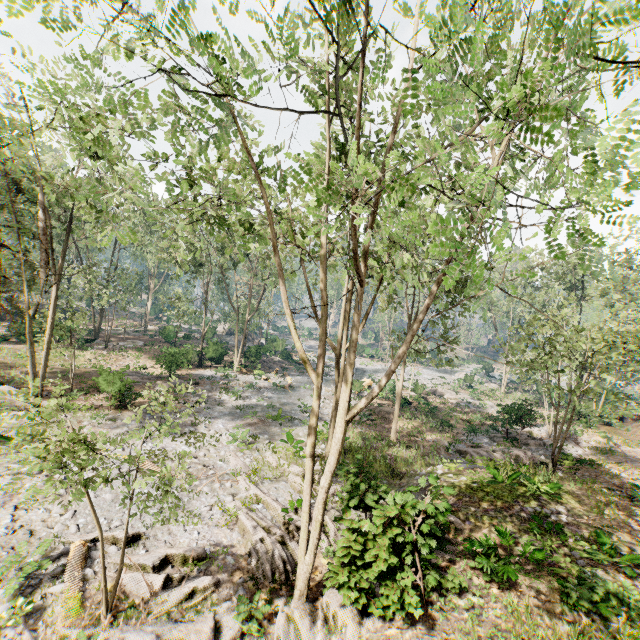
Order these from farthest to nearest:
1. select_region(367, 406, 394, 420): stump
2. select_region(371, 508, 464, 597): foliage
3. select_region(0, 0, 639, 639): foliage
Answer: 1. select_region(367, 406, 394, 420): stump
2. select_region(371, 508, 464, 597): foliage
3. select_region(0, 0, 639, 639): foliage

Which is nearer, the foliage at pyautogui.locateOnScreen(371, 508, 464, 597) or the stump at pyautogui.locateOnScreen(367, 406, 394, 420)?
the foliage at pyautogui.locateOnScreen(371, 508, 464, 597)

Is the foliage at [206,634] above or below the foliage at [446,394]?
below

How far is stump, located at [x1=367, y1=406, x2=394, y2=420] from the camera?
26.7 meters

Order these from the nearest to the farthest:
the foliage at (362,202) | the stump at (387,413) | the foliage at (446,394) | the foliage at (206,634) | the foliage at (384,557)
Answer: the foliage at (362,202)
the foliage at (206,634)
the foliage at (384,557)
the stump at (387,413)
the foliage at (446,394)

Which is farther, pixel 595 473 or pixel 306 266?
pixel 306 266

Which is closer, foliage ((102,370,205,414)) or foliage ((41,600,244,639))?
foliage ((41,600,244,639))
